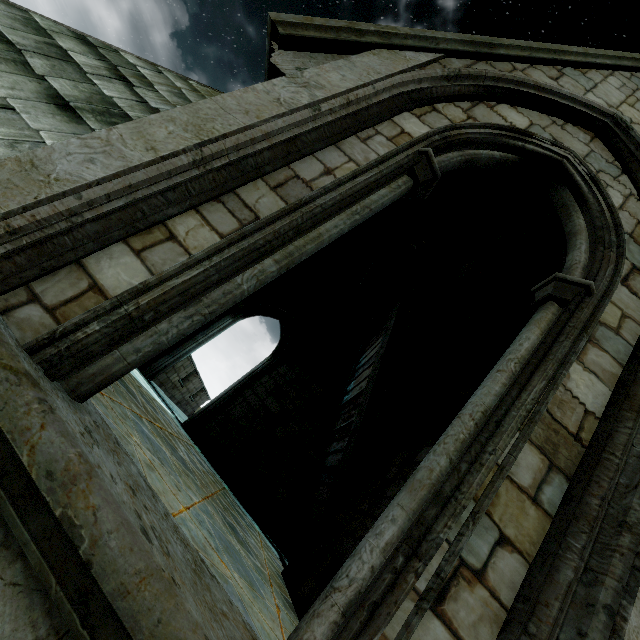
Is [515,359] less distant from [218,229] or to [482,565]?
[482,565]
